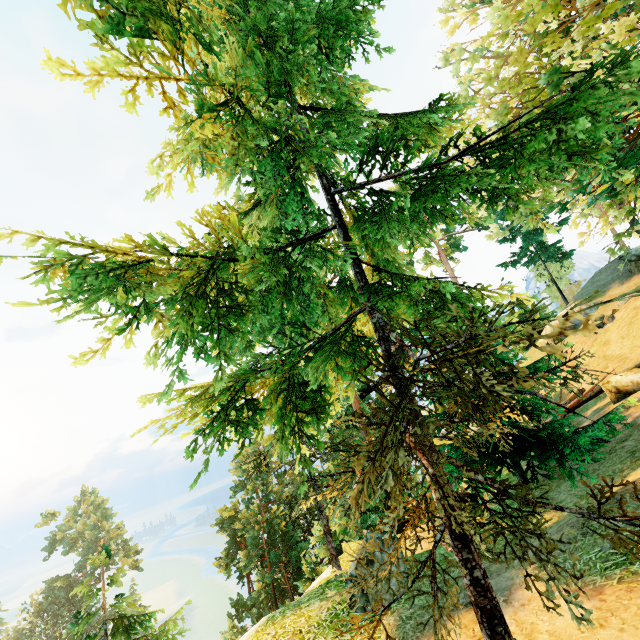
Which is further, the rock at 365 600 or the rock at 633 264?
the rock at 633 264

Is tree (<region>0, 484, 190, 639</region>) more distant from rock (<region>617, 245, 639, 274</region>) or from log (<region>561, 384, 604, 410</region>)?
rock (<region>617, 245, 639, 274</region>)

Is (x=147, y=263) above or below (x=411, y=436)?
above

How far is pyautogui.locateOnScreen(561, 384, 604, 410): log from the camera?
15.85m

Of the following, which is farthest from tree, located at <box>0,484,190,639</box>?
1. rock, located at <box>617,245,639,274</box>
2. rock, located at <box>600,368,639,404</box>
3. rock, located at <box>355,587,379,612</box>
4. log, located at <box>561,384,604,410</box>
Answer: rock, located at <box>617,245,639,274</box>

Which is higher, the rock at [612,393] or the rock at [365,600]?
the rock at [612,393]

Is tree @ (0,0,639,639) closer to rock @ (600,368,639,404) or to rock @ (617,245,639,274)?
rock @ (600,368,639,404)

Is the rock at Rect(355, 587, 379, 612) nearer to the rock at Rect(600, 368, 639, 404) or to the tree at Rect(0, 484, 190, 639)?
the tree at Rect(0, 484, 190, 639)
